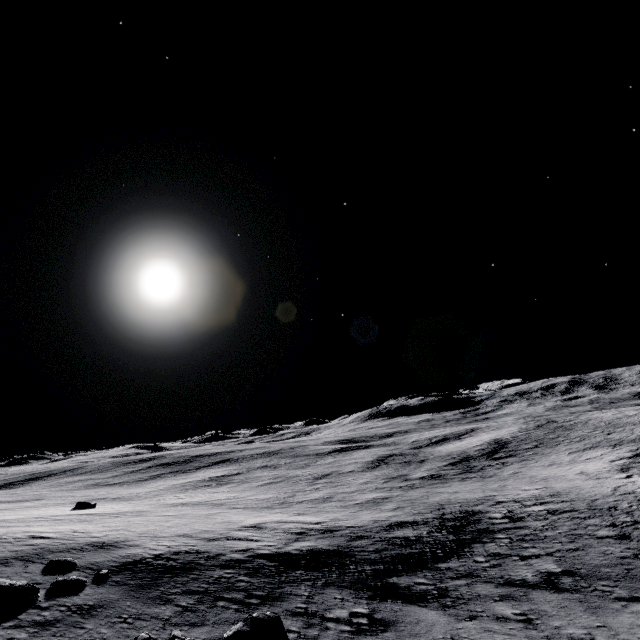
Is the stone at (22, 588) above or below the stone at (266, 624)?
above

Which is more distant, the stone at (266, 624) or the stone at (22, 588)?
the stone at (22, 588)

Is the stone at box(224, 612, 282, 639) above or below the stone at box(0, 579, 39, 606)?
below

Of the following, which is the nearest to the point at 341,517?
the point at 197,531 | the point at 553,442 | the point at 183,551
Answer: the point at 197,531

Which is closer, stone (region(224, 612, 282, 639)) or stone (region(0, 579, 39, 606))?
stone (region(224, 612, 282, 639))
